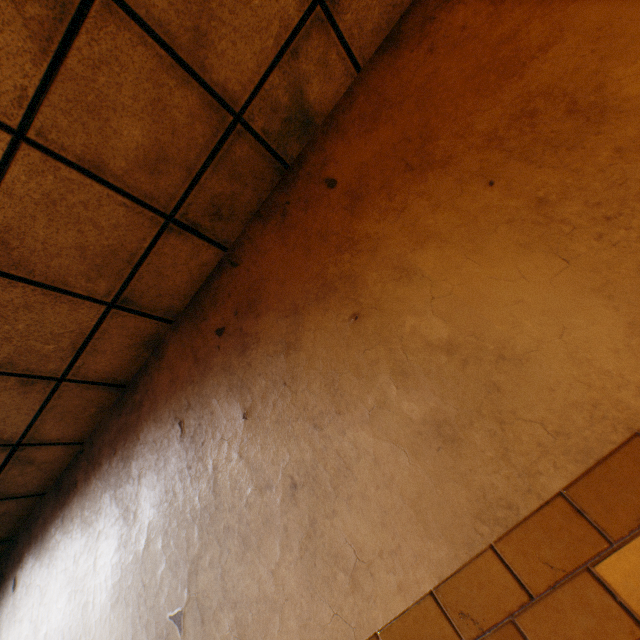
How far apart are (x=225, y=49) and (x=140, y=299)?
1.5 meters
